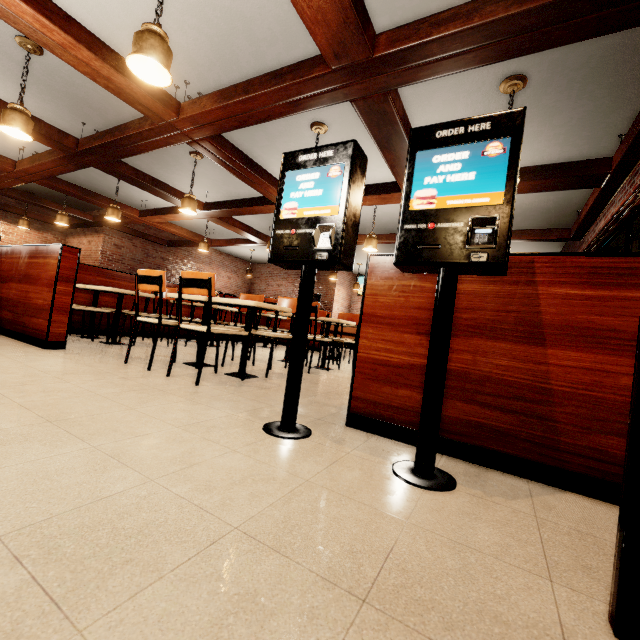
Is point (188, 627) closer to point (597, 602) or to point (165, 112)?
point (597, 602)

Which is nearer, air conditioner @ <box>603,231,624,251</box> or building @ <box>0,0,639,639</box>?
building @ <box>0,0,639,639</box>

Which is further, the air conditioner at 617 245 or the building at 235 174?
the air conditioner at 617 245

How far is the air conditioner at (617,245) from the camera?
6.0 meters

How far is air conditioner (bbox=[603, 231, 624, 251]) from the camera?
6.0 meters
